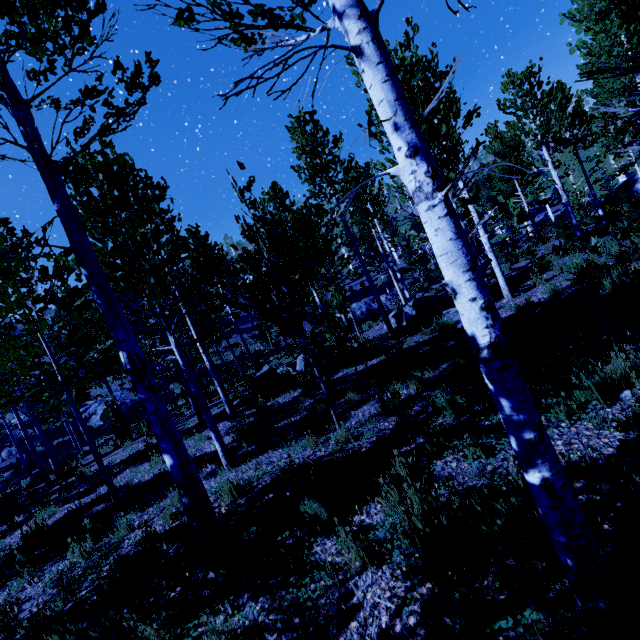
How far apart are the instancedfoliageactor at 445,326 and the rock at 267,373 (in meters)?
5.43

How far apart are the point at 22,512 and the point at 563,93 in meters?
22.8 m

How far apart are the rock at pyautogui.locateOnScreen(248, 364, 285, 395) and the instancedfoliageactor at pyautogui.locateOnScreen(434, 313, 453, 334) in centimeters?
543cm

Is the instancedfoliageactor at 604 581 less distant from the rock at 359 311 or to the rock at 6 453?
the rock at 6 453

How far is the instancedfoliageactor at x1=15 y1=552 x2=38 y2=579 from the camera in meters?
5.5 m

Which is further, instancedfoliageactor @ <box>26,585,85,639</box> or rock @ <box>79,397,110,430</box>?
rock @ <box>79,397,110,430</box>

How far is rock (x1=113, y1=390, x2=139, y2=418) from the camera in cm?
3050

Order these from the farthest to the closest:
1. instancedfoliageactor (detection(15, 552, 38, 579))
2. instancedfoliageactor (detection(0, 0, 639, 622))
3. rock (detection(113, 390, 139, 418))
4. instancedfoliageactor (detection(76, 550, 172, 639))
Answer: rock (detection(113, 390, 139, 418)) → instancedfoliageactor (detection(15, 552, 38, 579)) → instancedfoliageactor (detection(76, 550, 172, 639)) → instancedfoliageactor (detection(0, 0, 639, 622))
